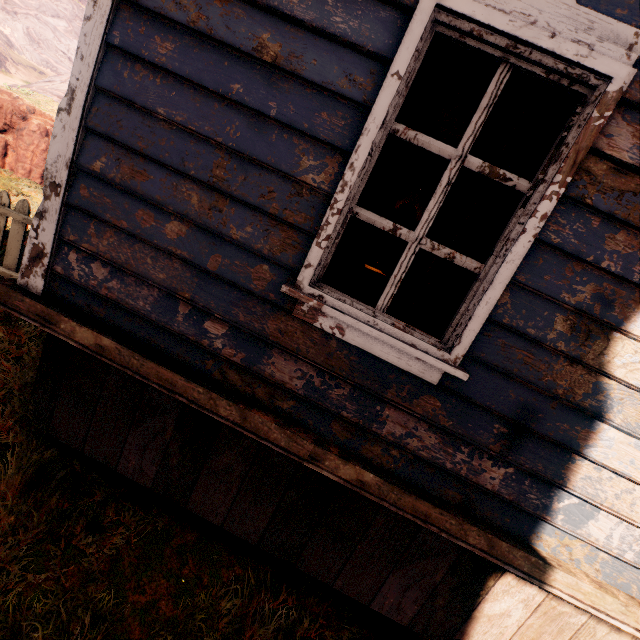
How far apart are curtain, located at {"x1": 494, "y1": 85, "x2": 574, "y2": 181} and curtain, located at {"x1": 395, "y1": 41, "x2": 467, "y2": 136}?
0.37m

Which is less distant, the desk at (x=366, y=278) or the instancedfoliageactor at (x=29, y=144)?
the desk at (x=366, y=278)

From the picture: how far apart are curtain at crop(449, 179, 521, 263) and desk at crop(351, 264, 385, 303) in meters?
3.0

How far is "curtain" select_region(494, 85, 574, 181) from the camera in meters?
1.6

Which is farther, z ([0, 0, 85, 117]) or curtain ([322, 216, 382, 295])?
z ([0, 0, 85, 117])

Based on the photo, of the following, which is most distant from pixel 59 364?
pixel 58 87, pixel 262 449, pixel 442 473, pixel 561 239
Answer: pixel 58 87

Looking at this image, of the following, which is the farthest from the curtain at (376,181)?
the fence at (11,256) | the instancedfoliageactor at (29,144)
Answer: the instancedfoliageactor at (29,144)
